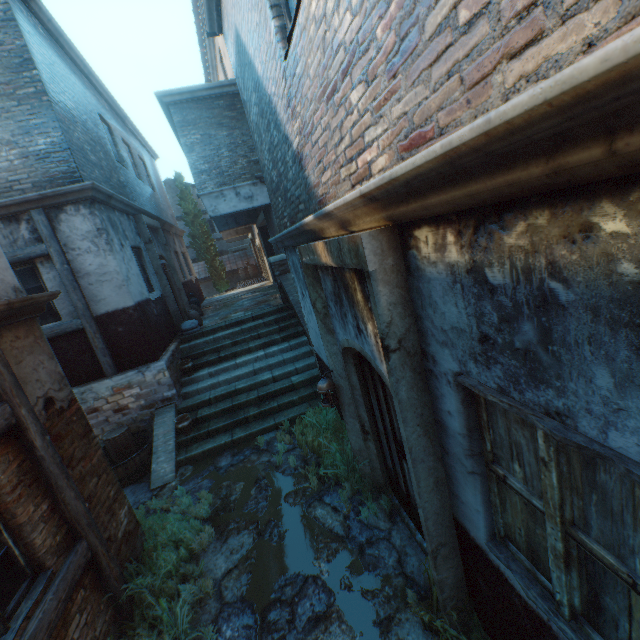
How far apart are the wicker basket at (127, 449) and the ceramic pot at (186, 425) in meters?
1.0 m

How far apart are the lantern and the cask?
4.5m

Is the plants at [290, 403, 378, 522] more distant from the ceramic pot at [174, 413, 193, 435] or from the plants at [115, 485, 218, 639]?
the ceramic pot at [174, 413, 193, 435]

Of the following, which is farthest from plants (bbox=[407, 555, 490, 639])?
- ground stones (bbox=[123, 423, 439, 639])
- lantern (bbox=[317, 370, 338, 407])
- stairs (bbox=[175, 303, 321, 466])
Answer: stairs (bbox=[175, 303, 321, 466])

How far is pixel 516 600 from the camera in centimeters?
206cm

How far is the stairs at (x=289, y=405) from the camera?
7.1 meters

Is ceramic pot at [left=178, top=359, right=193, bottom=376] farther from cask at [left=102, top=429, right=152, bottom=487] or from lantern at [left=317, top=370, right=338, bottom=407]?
lantern at [left=317, top=370, right=338, bottom=407]

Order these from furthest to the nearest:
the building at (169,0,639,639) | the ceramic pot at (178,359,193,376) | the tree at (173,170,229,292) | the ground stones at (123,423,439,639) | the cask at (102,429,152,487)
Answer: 1. the tree at (173,170,229,292)
2. the ceramic pot at (178,359,193,376)
3. the cask at (102,429,152,487)
4. the ground stones at (123,423,439,639)
5. the building at (169,0,639,639)
